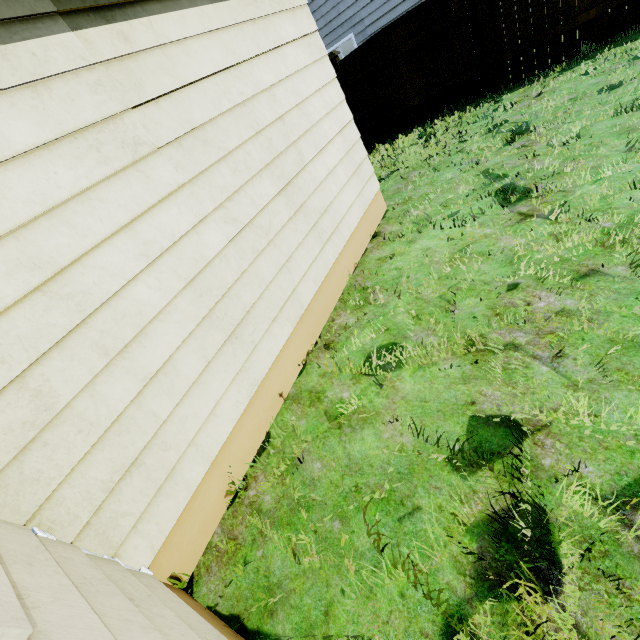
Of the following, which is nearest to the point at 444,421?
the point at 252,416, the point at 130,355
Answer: the point at 252,416

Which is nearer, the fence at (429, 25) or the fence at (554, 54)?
the fence at (554, 54)

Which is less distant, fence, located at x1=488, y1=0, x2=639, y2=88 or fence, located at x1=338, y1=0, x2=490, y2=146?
fence, located at x1=488, y1=0, x2=639, y2=88
